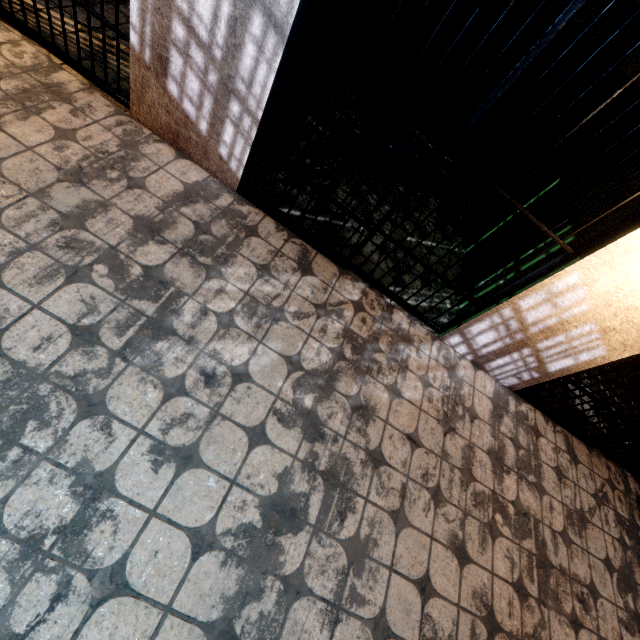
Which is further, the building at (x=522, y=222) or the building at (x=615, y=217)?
the building at (x=522, y=222)

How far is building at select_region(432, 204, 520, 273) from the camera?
3.3m

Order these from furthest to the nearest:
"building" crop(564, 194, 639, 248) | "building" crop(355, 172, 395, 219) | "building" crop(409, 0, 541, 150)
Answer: "building" crop(409, 0, 541, 150) → "building" crop(355, 172, 395, 219) → "building" crop(564, 194, 639, 248)

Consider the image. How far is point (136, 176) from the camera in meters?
2.1

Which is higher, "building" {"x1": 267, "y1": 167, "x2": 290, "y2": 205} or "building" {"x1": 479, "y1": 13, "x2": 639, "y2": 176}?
"building" {"x1": 479, "y1": 13, "x2": 639, "y2": 176}

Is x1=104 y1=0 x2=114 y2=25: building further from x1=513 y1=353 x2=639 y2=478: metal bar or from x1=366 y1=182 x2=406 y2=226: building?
x1=513 y1=353 x2=639 y2=478: metal bar

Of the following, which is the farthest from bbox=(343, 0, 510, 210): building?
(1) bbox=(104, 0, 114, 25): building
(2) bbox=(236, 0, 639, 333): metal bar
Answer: (1) bbox=(104, 0, 114, 25): building

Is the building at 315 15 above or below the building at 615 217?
below
